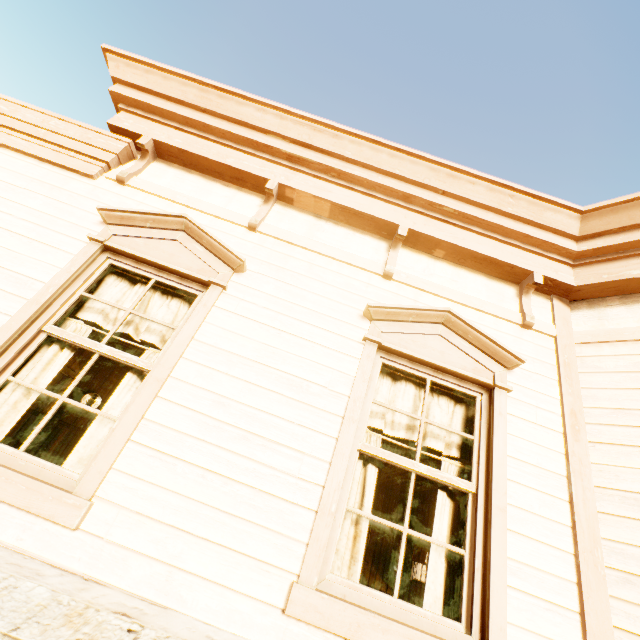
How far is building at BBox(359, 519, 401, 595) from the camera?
10.3 meters

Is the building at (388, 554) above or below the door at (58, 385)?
below

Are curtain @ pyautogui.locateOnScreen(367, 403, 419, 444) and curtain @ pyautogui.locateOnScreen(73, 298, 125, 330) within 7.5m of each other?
yes

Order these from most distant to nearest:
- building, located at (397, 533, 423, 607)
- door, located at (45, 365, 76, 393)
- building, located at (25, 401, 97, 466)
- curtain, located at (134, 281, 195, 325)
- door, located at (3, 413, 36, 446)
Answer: building, located at (397, 533, 423, 607) → door, located at (45, 365, 76, 393) → door, located at (3, 413, 36, 446) → building, located at (25, 401, 97, 466) → curtain, located at (134, 281, 195, 325)

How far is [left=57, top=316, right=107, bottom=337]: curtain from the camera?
2.6m

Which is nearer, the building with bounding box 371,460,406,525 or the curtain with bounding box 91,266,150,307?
the curtain with bounding box 91,266,150,307

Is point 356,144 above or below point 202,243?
above

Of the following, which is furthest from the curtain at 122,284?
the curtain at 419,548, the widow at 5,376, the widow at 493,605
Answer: the curtain at 419,548
